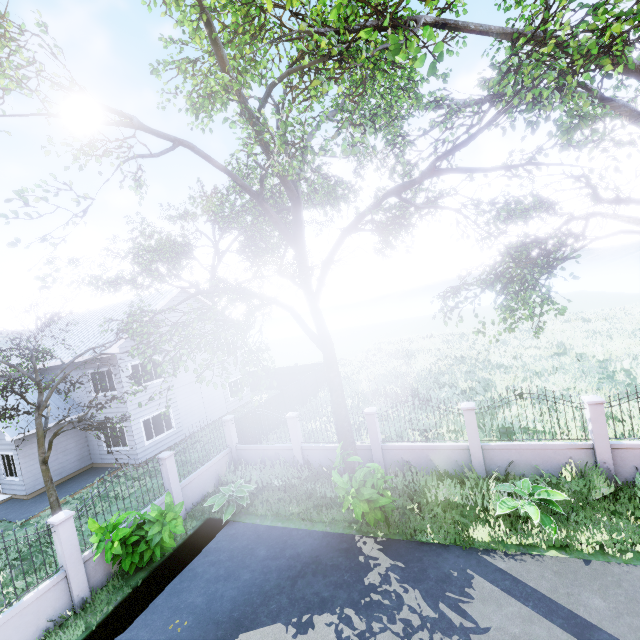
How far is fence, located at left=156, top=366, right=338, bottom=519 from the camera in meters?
11.4 m

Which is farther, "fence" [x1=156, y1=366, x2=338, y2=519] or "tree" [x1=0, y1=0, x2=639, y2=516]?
"fence" [x1=156, y1=366, x2=338, y2=519]

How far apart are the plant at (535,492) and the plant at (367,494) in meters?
3.1 m

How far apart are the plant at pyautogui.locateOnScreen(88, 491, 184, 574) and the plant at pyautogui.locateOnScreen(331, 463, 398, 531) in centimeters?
452cm

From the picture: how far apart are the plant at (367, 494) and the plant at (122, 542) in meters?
4.5 m

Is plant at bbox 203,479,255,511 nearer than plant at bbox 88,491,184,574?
No

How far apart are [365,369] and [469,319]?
33.84m

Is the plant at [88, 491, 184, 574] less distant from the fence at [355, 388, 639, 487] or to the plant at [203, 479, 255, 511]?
the fence at [355, 388, 639, 487]
